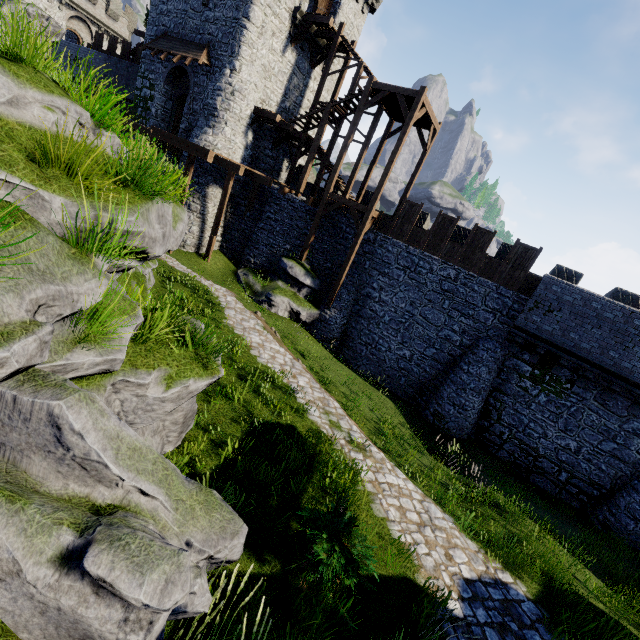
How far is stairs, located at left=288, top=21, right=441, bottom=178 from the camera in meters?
16.1 m

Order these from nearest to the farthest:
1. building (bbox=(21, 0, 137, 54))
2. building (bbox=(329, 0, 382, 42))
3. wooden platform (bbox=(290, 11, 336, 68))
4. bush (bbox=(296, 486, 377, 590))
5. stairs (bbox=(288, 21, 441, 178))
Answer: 1. bush (bbox=(296, 486, 377, 590))
2. stairs (bbox=(288, 21, 441, 178))
3. wooden platform (bbox=(290, 11, 336, 68))
4. building (bbox=(329, 0, 382, 42))
5. building (bbox=(21, 0, 137, 54))

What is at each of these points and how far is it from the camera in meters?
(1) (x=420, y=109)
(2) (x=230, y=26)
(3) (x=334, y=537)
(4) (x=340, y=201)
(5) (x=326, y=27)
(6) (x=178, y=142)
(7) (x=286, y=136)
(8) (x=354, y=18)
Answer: (1) stairs, 16.9 m
(2) building, 18.1 m
(3) bush, 4.9 m
(4) stairs, 18.2 m
(5) wooden platform, 19.6 m
(6) walkway, 16.9 m
(7) wooden platform, 21.8 m
(8) building, 22.9 m

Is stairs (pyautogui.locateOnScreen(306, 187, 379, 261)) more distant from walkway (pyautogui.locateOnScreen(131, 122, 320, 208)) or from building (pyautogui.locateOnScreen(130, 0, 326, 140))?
building (pyautogui.locateOnScreen(130, 0, 326, 140))

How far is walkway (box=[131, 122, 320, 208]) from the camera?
16.3m

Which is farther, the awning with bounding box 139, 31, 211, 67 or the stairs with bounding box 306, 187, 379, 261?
the awning with bounding box 139, 31, 211, 67

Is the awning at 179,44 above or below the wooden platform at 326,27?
below

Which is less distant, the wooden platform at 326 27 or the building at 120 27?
the wooden platform at 326 27
